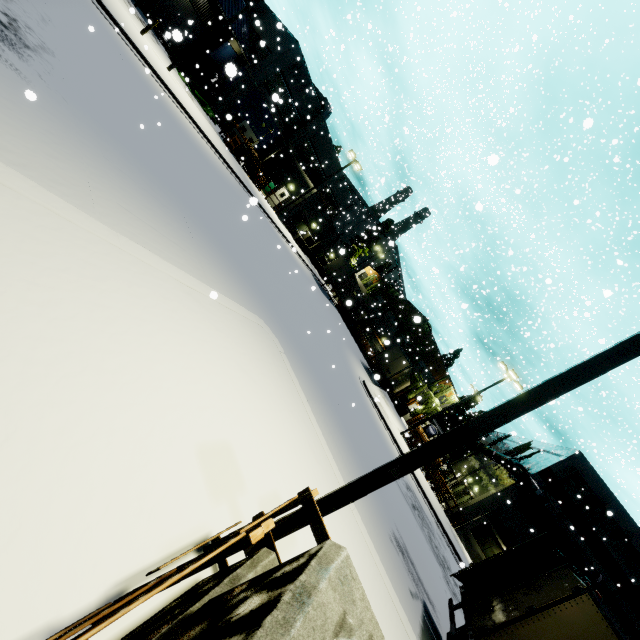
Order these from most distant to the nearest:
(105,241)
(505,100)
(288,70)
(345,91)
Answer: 1. (345,91)
2. (505,100)
3. (288,70)
4. (105,241)

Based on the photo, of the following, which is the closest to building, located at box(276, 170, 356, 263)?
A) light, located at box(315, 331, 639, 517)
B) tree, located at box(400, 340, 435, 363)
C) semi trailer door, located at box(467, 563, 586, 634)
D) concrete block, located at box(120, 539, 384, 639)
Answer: tree, located at box(400, 340, 435, 363)

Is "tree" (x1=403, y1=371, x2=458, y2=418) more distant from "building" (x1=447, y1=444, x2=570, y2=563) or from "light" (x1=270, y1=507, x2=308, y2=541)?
"light" (x1=270, y1=507, x2=308, y2=541)

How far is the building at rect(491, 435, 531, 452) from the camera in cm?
3568

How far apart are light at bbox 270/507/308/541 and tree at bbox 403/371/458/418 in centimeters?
4185cm

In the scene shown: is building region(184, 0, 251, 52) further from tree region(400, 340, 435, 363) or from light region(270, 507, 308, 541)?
light region(270, 507, 308, 541)

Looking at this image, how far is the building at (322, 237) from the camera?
34.1 meters

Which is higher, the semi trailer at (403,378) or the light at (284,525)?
the semi trailer at (403,378)
